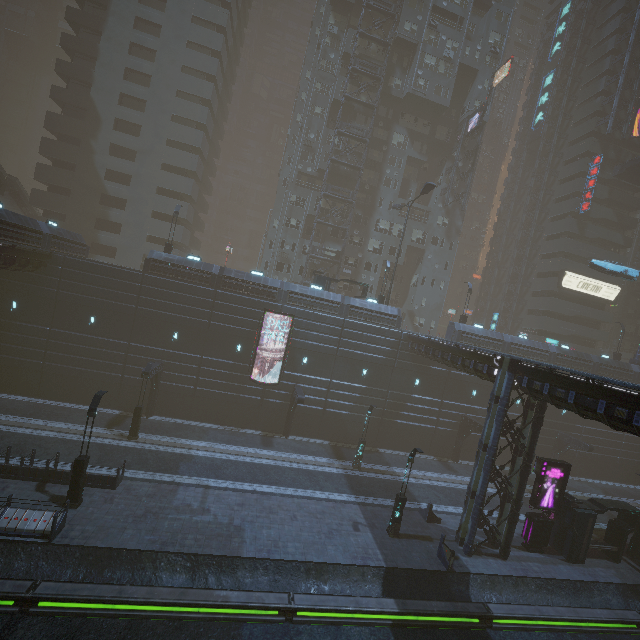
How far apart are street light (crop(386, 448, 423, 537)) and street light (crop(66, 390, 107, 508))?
16.74m

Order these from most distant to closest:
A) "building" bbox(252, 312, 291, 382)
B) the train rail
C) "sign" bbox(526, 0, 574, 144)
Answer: "sign" bbox(526, 0, 574, 144), "building" bbox(252, 312, 291, 382), the train rail

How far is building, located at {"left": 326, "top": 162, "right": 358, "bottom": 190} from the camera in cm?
4181

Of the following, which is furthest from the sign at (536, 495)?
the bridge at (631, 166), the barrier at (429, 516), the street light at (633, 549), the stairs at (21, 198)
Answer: the stairs at (21, 198)

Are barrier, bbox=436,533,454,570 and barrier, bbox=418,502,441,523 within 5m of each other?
yes

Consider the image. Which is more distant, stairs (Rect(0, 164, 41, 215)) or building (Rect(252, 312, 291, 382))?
stairs (Rect(0, 164, 41, 215))

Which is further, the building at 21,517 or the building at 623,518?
the building at 623,518

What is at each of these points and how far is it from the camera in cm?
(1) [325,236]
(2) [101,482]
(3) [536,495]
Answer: (1) building, 4266
(2) building, 1766
(3) sign, 2064
